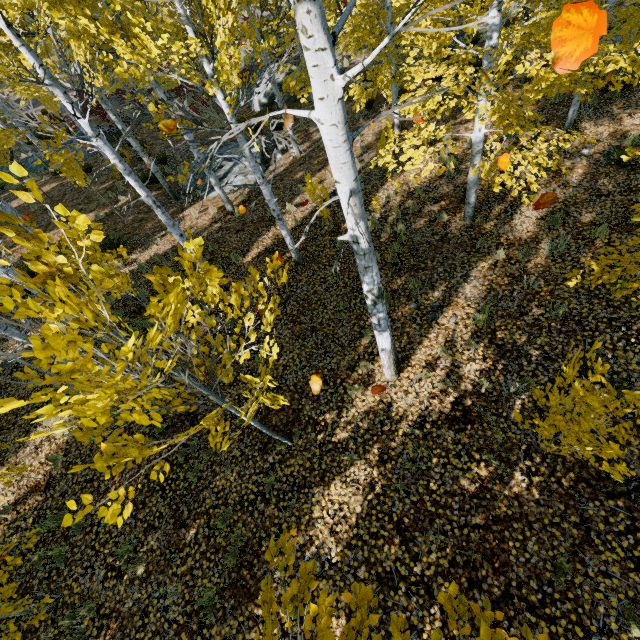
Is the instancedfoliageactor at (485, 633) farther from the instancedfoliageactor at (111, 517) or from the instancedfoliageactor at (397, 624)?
the instancedfoliageactor at (111, 517)

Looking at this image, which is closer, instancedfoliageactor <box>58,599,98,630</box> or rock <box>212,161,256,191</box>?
instancedfoliageactor <box>58,599,98,630</box>

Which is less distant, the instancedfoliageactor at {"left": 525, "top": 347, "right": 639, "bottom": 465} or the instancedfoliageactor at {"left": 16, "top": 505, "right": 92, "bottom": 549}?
the instancedfoliageactor at {"left": 16, "top": 505, "right": 92, "bottom": 549}

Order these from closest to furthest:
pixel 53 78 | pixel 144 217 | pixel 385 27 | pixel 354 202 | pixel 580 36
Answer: pixel 580 36 < pixel 354 202 < pixel 53 78 < pixel 144 217 < pixel 385 27

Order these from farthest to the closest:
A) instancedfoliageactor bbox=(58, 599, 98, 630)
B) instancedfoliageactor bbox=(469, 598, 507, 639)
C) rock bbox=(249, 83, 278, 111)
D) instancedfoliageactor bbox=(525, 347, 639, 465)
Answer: rock bbox=(249, 83, 278, 111) < instancedfoliageactor bbox=(58, 599, 98, 630) < instancedfoliageactor bbox=(525, 347, 639, 465) < instancedfoliageactor bbox=(469, 598, 507, 639)

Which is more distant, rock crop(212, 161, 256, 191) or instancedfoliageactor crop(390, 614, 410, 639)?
rock crop(212, 161, 256, 191)

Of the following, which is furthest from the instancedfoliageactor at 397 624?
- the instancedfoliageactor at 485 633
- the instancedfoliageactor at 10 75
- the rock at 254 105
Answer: the rock at 254 105

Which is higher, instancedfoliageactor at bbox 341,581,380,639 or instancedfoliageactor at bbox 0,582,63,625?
instancedfoliageactor at bbox 341,581,380,639
